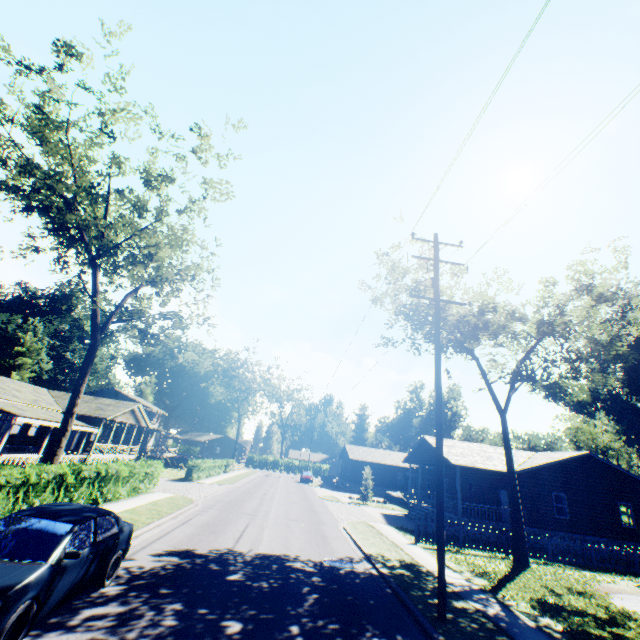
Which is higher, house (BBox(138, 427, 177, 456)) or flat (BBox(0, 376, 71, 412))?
flat (BBox(0, 376, 71, 412))

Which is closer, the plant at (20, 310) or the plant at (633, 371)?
the plant at (633, 371)

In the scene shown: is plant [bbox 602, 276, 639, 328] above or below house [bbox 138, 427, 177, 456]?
above

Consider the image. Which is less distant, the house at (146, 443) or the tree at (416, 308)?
the tree at (416, 308)

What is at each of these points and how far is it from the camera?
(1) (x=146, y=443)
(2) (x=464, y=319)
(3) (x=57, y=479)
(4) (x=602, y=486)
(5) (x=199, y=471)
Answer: (1) house, 47.69m
(2) tree, 22.55m
(3) hedge, 11.73m
(4) house, 23.91m
(5) hedge, 31.55m

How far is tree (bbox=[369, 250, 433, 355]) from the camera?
19.26m

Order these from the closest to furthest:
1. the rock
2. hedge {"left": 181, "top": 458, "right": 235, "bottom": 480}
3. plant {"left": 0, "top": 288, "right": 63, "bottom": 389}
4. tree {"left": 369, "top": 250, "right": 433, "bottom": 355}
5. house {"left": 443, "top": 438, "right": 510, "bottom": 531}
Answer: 1. tree {"left": 369, "top": 250, "right": 433, "bottom": 355}
2. house {"left": 443, "top": 438, "right": 510, "bottom": 531}
3. hedge {"left": 181, "top": 458, "right": 235, "bottom": 480}
4. the rock
5. plant {"left": 0, "top": 288, "right": 63, "bottom": 389}

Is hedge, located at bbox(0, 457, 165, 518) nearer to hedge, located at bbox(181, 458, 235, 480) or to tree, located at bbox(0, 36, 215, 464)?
tree, located at bbox(0, 36, 215, 464)
